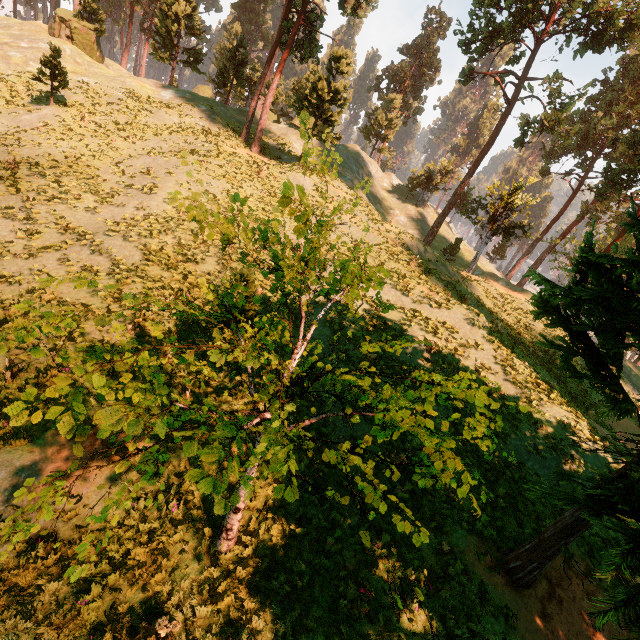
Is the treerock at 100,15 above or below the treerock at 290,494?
above

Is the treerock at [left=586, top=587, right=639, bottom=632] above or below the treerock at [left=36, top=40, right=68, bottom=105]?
below

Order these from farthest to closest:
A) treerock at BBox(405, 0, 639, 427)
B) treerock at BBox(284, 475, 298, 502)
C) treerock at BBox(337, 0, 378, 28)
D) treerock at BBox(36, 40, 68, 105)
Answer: treerock at BBox(337, 0, 378, 28), treerock at BBox(36, 40, 68, 105), treerock at BBox(405, 0, 639, 427), treerock at BBox(284, 475, 298, 502)

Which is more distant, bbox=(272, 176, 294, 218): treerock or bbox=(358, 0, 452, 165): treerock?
bbox=(358, 0, 452, 165): treerock

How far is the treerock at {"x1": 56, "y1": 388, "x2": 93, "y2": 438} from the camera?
3.06m

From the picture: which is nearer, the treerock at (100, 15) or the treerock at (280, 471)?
the treerock at (280, 471)

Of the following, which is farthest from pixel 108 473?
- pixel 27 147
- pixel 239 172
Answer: pixel 27 147
